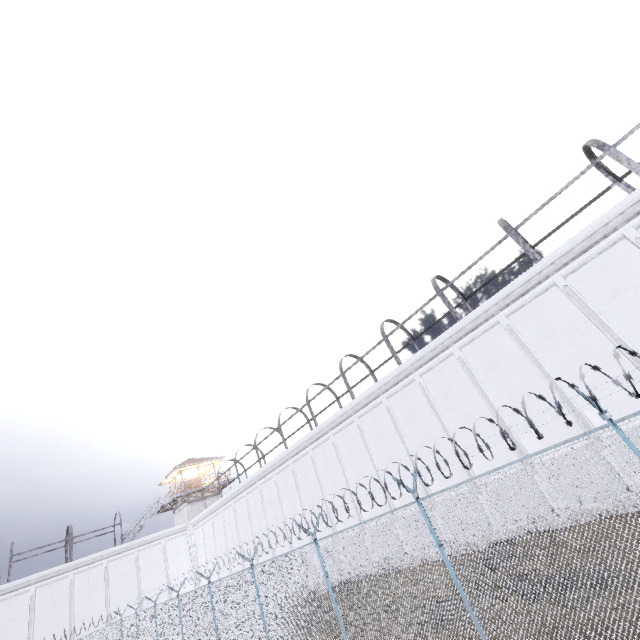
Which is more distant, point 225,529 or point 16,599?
point 225,529

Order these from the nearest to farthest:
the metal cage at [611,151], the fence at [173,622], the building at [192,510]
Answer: the fence at [173,622] < the metal cage at [611,151] < the building at [192,510]

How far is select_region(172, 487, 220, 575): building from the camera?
33.38m

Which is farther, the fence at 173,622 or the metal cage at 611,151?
the metal cage at 611,151

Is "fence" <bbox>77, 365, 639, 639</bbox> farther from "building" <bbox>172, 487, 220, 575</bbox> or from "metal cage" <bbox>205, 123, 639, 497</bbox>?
"building" <bbox>172, 487, 220, 575</bbox>

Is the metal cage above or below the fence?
above
